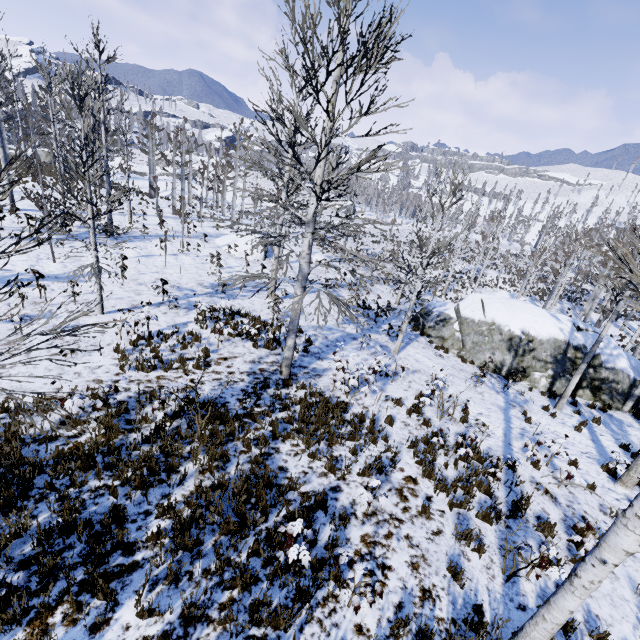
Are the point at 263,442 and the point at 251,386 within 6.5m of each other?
yes

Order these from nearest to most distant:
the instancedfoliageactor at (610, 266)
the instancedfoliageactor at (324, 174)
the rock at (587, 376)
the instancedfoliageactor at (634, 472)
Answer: the instancedfoliageactor at (610, 266)
the instancedfoliageactor at (324, 174)
the instancedfoliageactor at (634, 472)
the rock at (587, 376)

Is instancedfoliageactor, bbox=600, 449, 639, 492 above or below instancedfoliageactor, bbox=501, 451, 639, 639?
below

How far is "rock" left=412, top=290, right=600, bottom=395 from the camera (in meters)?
15.53

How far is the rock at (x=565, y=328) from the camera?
15.53m

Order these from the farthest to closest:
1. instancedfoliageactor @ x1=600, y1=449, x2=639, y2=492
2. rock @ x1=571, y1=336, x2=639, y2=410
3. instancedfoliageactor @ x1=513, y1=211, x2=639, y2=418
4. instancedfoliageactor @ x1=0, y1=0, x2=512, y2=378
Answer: rock @ x1=571, y1=336, x2=639, y2=410 < instancedfoliageactor @ x1=600, y1=449, x2=639, y2=492 < instancedfoliageactor @ x1=0, y1=0, x2=512, y2=378 < instancedfoliageactor @ x1=513, y1=211, x2=639, y2=418

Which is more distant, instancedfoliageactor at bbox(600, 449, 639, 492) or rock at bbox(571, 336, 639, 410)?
rock at bbox(571, 336, 639, 410)
